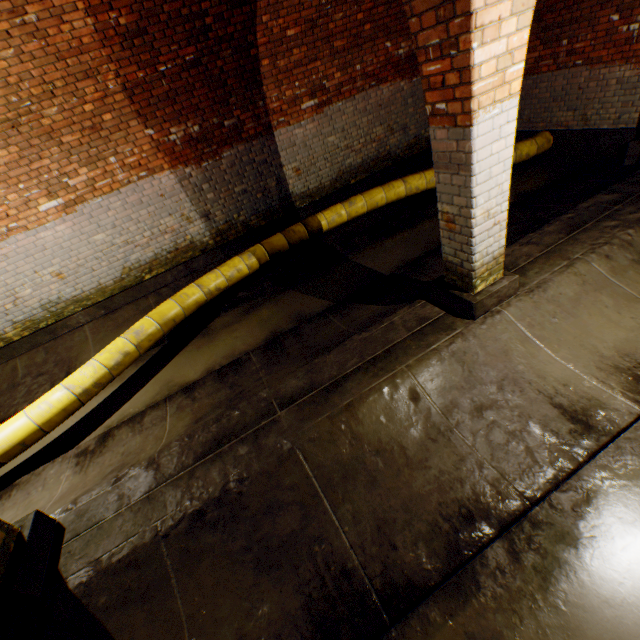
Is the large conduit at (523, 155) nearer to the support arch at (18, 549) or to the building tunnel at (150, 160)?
the building tunnel at (150, 160)

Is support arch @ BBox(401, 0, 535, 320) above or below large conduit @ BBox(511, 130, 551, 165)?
above

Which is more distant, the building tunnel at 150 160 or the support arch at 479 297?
the building tunnel at 150 160

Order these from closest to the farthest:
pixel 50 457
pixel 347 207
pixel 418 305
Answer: pixel 418 305
pixel 50 457
pixel 347 207

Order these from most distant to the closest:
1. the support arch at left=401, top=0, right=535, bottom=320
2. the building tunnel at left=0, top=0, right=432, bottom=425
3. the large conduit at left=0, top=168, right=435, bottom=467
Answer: the building tunnel at left=0, top=0, right=432, bottom=425, the large conduit at left=0, top=168, right=435, bottom=467, the support arch at left=401, top=0, right=535, bottom=320

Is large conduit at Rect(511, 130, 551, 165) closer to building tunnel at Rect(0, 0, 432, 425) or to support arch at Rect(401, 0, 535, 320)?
building tunnel at Rect(0, 0, 432, 425)

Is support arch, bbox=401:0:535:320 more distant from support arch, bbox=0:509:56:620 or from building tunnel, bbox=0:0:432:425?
support arch, bbox=0:509:56:620

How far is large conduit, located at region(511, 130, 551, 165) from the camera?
6.8m
